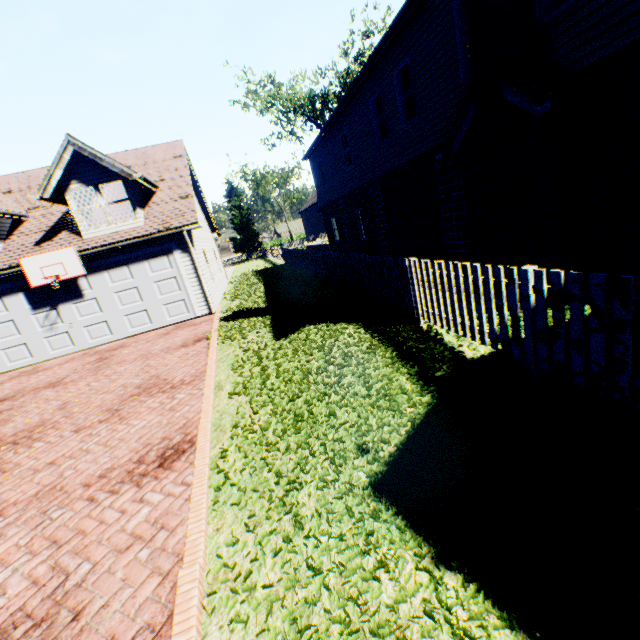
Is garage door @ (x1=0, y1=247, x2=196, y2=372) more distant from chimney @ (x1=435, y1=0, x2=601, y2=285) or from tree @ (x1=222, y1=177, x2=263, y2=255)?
tree @ (x1=222, y1=177, x2=263, y2=255)

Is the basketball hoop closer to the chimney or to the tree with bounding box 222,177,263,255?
the chimney

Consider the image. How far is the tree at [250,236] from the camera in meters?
47.6

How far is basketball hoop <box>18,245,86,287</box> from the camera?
10.9 meters

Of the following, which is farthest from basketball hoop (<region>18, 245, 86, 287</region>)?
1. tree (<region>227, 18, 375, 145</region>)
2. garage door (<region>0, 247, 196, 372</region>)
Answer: tree (<region>227, 18, 375, 145</region>)

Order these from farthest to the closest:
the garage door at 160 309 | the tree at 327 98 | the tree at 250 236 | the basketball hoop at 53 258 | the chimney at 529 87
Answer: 1. the tree at 250 236
2. the tree at 327 98
3. the garage door at 160 309
4. the basketball hoop at 53 258
5. the chimney at 529 87

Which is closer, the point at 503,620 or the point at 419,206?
the point at 503,620

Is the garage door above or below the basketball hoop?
below
